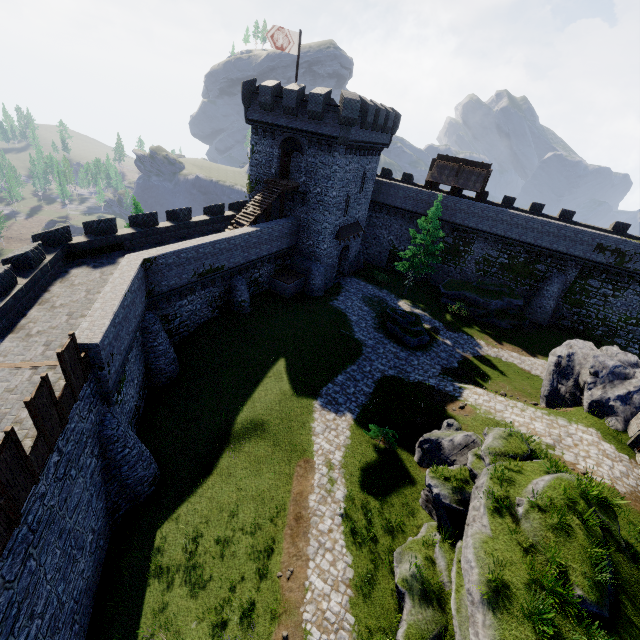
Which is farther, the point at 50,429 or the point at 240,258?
the point at 240,258

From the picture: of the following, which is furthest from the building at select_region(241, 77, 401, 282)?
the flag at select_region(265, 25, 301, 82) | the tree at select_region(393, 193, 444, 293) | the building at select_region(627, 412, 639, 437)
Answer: the building at select_region(627, 412, 639, 437)

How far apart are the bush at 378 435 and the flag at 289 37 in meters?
27.9 m

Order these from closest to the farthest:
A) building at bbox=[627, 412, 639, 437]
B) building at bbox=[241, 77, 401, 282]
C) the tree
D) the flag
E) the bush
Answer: building at bbox=[627, 412, 639, 437] → the bush → the flag → building at bbox=[241, 77, 401, 282] → the tree

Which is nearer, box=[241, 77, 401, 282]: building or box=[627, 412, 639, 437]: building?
box=[627, 412, 639, 437]: building

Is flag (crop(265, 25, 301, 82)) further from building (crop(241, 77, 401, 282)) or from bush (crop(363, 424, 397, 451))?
bush (crop(363, 424, 397, 451))

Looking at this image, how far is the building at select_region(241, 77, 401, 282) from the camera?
26.03m

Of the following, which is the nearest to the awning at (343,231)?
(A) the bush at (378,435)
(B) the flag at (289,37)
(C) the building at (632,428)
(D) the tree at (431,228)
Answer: (D) the tree at (431,228)
